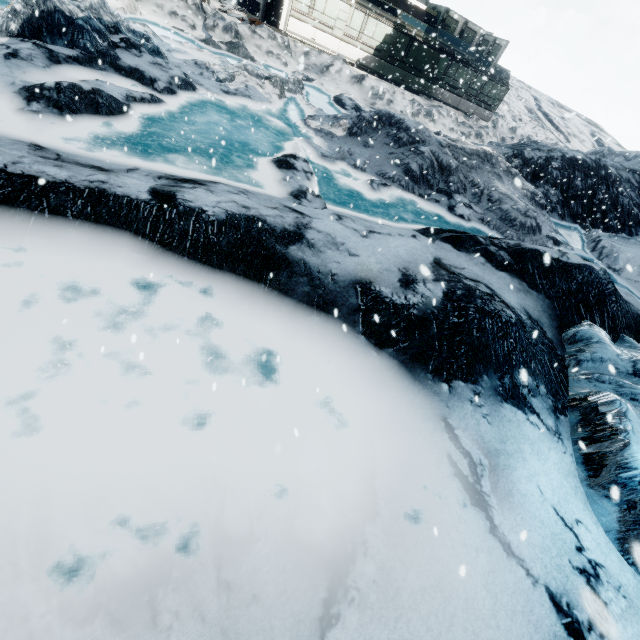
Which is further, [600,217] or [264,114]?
[600,217]
